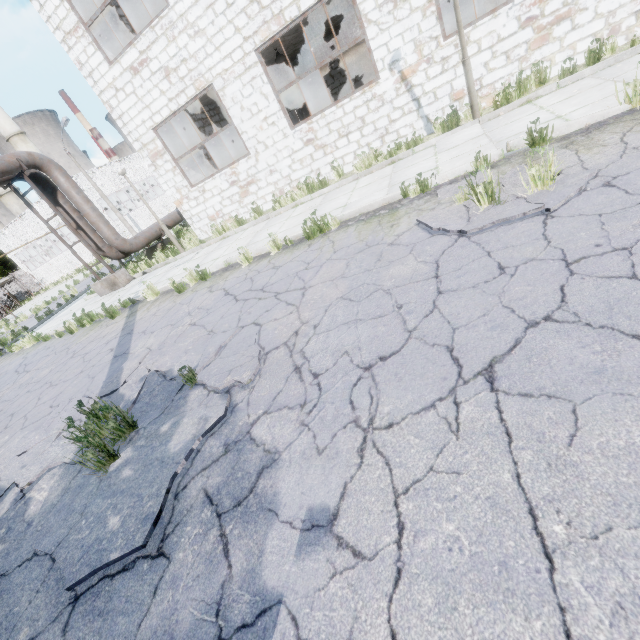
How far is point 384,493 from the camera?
1.9m

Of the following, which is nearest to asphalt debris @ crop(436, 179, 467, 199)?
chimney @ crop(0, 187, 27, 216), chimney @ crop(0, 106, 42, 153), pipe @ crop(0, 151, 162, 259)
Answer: pipe @ crop(0, 151, 162, 259)

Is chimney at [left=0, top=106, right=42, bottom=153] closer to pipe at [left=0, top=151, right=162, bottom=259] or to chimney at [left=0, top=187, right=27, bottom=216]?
chimney at [left=0, top=187, right=27, bottom=216]

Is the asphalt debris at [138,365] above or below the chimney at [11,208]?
below

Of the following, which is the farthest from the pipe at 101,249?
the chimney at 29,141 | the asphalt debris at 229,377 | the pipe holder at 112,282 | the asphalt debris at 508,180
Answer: the chimney at 29,141

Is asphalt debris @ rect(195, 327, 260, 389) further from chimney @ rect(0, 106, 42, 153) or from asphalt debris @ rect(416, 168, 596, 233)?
chimney @ rect(0, 106, 42, 153)

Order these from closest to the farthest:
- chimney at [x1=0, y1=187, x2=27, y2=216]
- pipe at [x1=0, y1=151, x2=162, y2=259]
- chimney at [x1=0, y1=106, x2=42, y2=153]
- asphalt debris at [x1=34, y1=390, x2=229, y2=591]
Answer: asphalt debris at [x1=34, y1=390, x2=229, y2=591]
pipe at [x1=0, y1=151, x2=162, y2=259]
chimney at [x1=0, y1=187, x2=27, y2=216]
chimney at [x1=0, y1=106, x2=42, y2=153]
